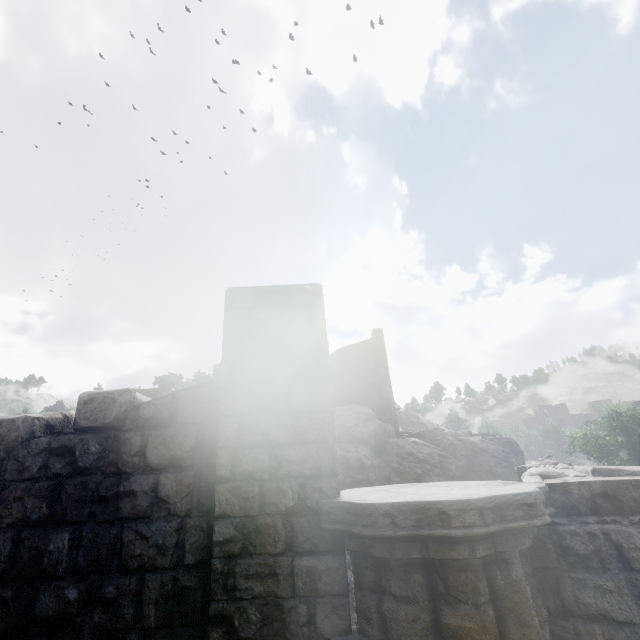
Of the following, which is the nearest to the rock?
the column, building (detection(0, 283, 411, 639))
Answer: building (detection(0, 283, 411, 639))

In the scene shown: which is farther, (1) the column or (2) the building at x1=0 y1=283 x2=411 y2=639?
(2) the building at x1=0 y1=283 x2=411 y2=639

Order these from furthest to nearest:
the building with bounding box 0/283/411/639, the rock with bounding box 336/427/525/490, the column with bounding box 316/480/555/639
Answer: the rock with bounding box 336/427/525/490 < the building with bounding box 0/283/411/639 < the column with bounding box 316/480/555/639

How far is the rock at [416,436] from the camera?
25.0m

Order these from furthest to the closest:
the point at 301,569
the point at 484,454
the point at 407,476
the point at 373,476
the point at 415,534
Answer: the point at 484,454, the point at 407,476, the point at 373,476, the point at 301,569, the point at 415,534

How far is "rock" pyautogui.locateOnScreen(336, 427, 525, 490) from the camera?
25.02m

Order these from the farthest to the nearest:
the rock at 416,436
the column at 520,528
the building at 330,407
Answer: the rock at 416,436 < the building at 330,407 < the column at 520,528

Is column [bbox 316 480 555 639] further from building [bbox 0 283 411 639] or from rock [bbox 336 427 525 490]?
rock [bbox 336 427 525 490]
